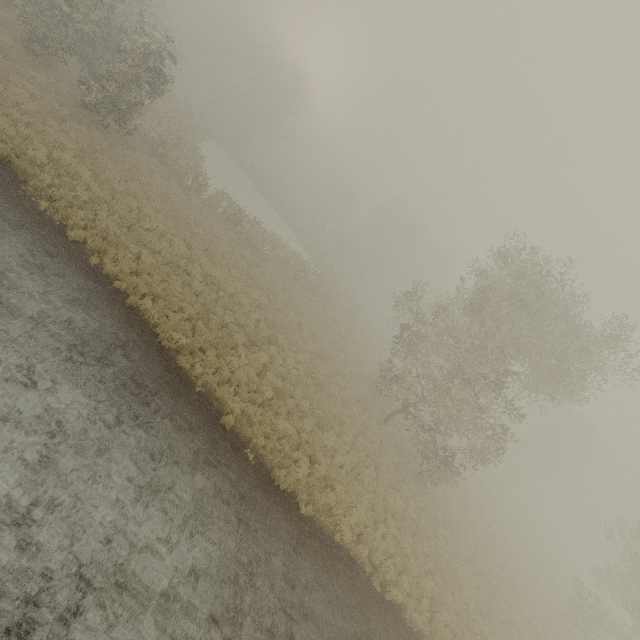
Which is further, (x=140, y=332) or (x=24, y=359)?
(x=140, y=332)
